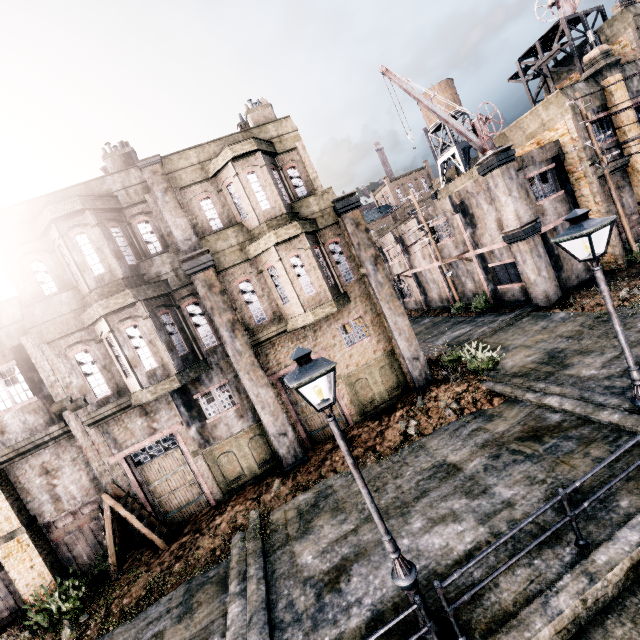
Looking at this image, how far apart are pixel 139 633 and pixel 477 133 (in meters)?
26.08

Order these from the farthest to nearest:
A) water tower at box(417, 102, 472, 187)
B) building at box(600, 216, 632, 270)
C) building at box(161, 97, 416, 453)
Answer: water tower at box(417, 102, 472, 187)
building at box(600, 216, 632, 270)
building at box(161, 97, 416, 453)

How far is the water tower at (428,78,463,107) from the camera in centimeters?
3775cm

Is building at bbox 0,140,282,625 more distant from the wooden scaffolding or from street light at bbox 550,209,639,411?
the wooden scaffolding

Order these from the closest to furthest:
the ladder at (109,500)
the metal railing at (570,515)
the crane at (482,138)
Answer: the metal railing at (570,515) → the ladder at (109,500) → the crane at (482,138)

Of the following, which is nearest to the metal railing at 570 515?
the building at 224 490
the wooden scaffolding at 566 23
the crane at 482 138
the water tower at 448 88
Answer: the building at 224 490

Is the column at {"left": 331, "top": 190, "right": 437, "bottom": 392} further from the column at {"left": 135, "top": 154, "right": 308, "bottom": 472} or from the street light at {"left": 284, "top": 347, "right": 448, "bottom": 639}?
the street light at {"left": 284, "top": 347, "right": 448, "bottom": 639}

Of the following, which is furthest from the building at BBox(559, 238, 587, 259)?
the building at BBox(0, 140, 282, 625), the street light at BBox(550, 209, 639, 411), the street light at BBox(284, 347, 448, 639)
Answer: the street light at BBox(284, 347, 448, 639)
